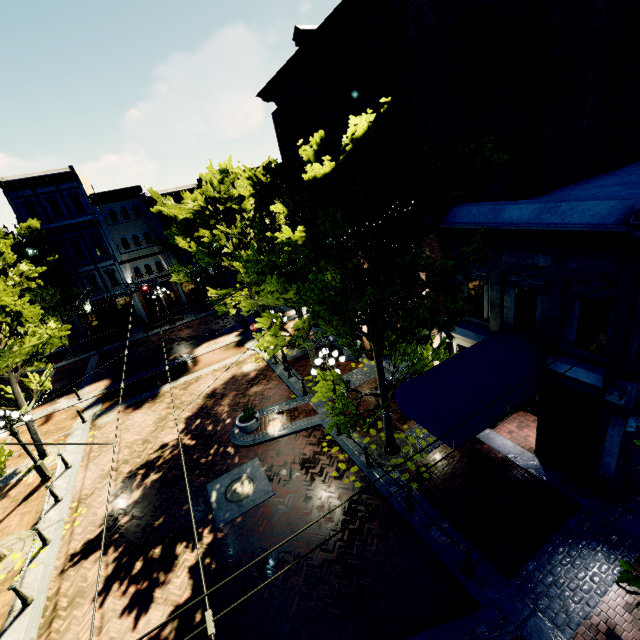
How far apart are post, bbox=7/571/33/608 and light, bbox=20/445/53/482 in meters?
5.5 m

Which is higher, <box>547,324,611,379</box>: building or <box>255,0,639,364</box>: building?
<box>255,0,639,364</box>: building

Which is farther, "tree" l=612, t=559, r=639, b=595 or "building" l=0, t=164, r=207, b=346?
"building" l=0, t=164, r=207, b=346

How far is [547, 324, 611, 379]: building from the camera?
7.6m

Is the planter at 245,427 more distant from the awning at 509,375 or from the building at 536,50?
the building at 536,50

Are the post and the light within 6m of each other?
yes

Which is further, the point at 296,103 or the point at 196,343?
the point at 196,343

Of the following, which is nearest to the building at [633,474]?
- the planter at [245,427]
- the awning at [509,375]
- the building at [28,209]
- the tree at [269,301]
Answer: the tree at [269,301]
